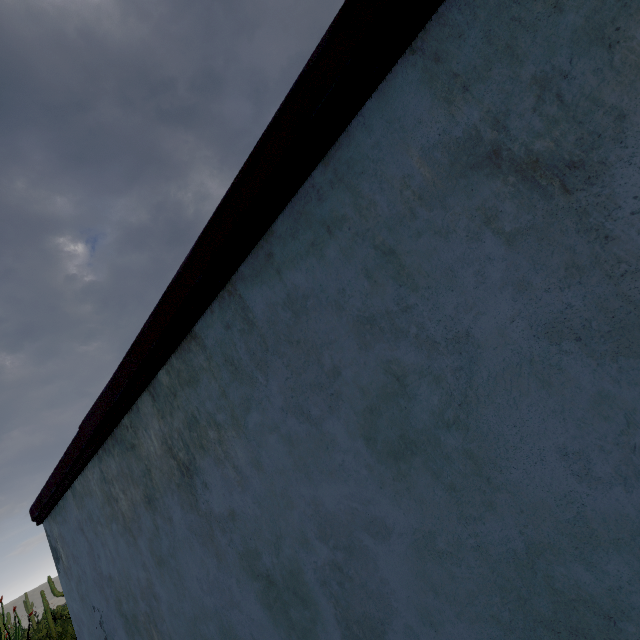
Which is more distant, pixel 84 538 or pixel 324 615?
pixel 84 538
